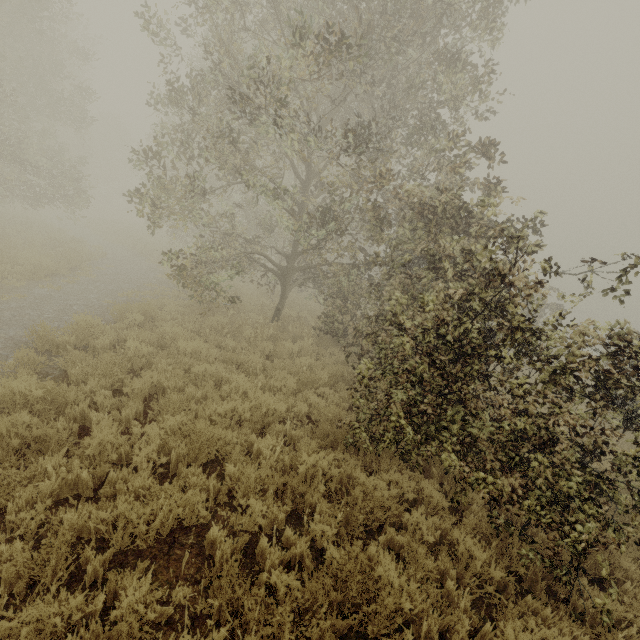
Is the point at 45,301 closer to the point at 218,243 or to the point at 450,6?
the point at 218,243
